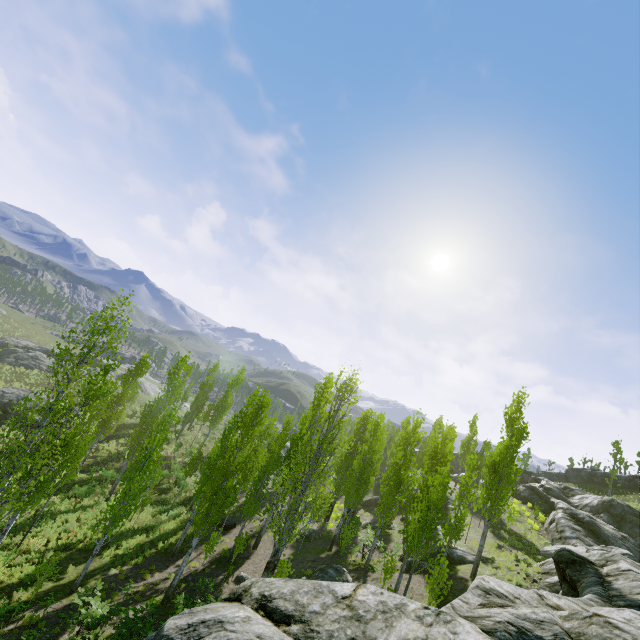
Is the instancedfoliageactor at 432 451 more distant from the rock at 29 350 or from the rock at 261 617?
the rock at 29 350

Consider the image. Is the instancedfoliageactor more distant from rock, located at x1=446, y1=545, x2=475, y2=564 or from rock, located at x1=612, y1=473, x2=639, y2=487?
rock, located at x1=612, y1=473, x2=639, y2=487

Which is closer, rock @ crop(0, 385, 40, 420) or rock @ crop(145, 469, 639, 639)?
rock @ crop(145, 469, 639, 639)

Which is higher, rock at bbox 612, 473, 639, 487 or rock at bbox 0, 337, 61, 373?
rock at bbox 612, 473, 639, 487

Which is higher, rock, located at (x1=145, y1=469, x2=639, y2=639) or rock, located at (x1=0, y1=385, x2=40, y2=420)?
rock, located at (x1=145, y1=469, x2=639, y2=639)

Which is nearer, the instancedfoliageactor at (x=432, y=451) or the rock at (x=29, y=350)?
the instancedfoliageactor at (x=432, y=451)

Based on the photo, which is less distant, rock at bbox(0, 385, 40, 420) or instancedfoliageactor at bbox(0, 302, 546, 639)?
instancedfoliageactor at bbox(0, 302, 546, 639)

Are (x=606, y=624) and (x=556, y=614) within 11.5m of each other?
yes
